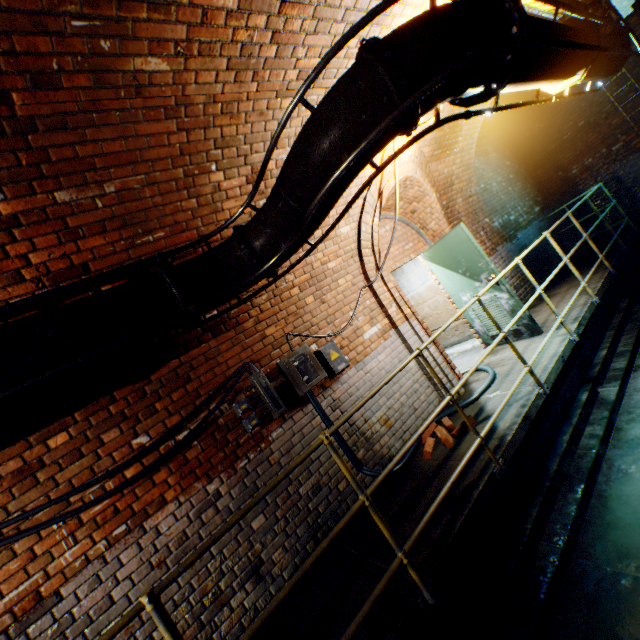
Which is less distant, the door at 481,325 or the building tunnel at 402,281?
the building tunnel at 402,281

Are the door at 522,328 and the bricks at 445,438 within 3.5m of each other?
yes

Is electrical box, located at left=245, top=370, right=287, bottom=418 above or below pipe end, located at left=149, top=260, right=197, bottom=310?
below

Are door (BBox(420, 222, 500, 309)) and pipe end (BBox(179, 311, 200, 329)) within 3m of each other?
no

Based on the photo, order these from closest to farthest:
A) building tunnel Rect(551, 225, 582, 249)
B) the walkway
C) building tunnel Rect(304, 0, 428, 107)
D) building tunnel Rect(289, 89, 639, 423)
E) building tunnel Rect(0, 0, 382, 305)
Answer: building tunnel Rect(0, 0, 382, 305) → the walkway → building tunnel Rect(304, 0, 428, 107) → building tunnel Rect(289, 89, 639, 423) → building tunnel Rect(551, 225, 582, 249)

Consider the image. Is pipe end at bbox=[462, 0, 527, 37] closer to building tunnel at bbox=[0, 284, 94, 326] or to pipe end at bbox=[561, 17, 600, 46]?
building tunnel at bbox=[0, 284, 94, 326]

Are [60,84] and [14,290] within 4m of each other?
yes

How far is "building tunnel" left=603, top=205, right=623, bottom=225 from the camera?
8.8 meters
